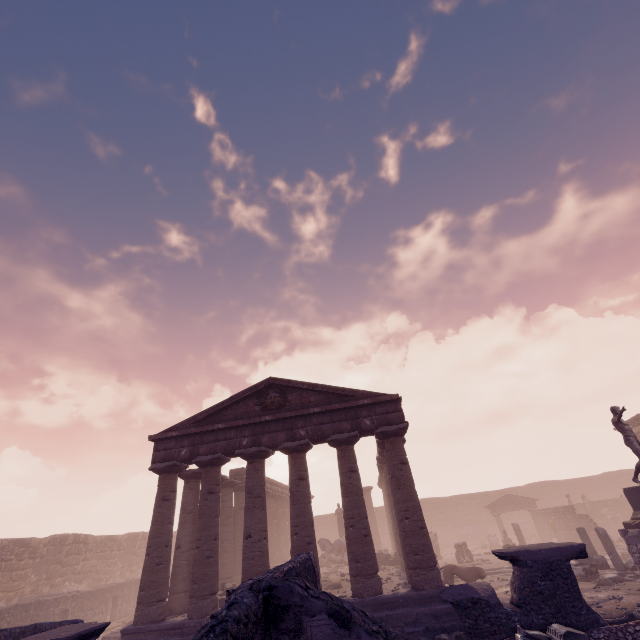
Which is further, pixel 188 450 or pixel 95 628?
pixel 188 450

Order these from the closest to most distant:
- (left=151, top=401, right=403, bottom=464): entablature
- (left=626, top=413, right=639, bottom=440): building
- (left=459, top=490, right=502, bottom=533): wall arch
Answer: (left=151, top=401, right=403, bottom=464): entablature < (left=626, top=413, right=639, bottom=440): building < (left=459, top=490, right=502, bottom=533): wall arch

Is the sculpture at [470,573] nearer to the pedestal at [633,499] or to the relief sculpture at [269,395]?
the pedestal at [633,499]

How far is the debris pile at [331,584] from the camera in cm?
1412

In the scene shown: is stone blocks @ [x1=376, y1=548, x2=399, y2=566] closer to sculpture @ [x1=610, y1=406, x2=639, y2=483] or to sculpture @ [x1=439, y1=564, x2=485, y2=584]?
sculpture @ [x1=439, y1=564, x2=485, y2=584]

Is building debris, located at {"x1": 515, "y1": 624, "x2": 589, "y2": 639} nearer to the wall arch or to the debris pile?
the debris pile

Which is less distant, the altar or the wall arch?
the altar

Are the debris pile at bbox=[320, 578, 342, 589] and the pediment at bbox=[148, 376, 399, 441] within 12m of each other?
yes
